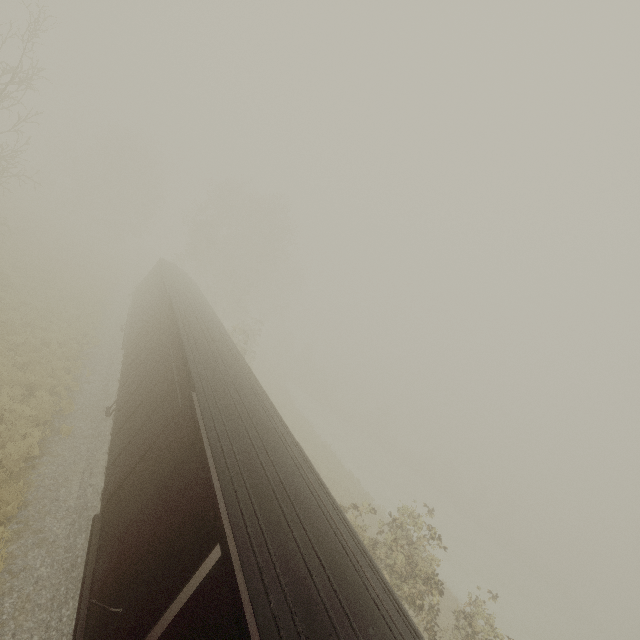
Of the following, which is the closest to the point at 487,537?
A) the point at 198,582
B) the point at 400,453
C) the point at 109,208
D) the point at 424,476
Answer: the point at 424,476

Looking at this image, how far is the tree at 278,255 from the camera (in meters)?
36.28

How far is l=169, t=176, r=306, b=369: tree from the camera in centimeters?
3628cm

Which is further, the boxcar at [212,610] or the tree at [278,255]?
the tree at [278,255]

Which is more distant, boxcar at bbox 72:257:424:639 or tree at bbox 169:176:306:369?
tree at bbox 169:176:306:369
